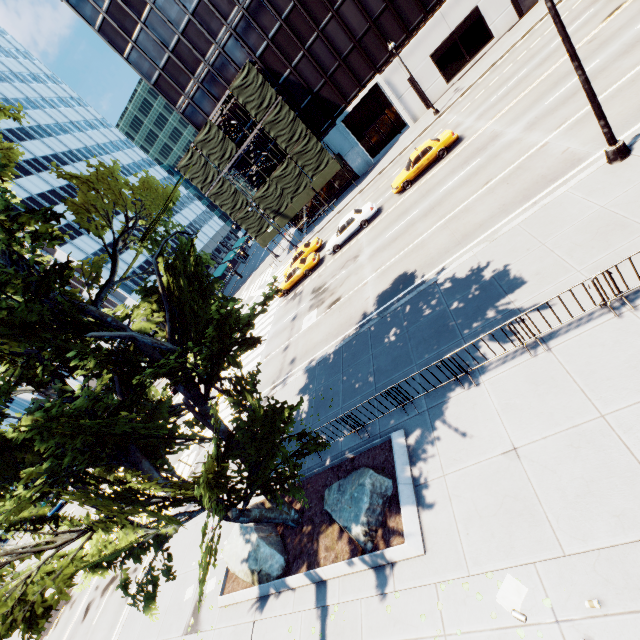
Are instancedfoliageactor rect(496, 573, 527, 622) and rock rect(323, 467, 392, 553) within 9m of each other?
yes

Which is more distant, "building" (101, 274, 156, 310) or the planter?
"building" (101, 274, 156, 310)

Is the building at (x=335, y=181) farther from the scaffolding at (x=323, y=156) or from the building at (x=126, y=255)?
the building at (x=126, y=255)

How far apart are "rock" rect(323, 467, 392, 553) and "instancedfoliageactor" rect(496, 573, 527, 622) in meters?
2.8 m

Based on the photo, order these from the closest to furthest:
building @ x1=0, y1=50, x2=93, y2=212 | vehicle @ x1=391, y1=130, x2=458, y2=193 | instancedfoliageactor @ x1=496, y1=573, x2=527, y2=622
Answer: instancedfoliageactor @ x1=496, y1=573, x2=527, y2=622, vehicle @ x1=391, y1=130, x2=458, y2=193, building @ x1=0, y1=50, x2=93, y2=212

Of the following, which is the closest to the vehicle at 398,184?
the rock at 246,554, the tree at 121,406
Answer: the tree at 121,406

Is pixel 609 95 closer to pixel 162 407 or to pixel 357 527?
pixel 357 527

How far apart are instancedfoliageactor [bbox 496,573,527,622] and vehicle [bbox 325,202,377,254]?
22.43m
